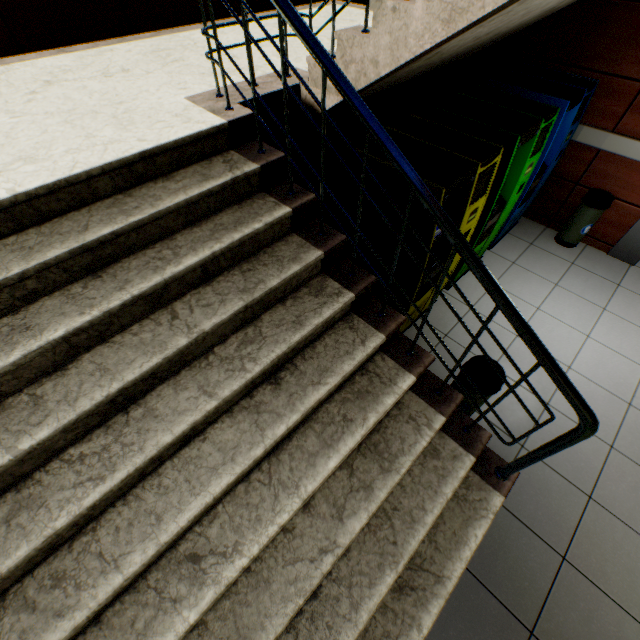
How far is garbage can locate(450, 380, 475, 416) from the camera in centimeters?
233cm

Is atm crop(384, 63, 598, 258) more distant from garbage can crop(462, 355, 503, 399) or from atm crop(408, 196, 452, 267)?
garbage can crop(462, 355, 503, 399)

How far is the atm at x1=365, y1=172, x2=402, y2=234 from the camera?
2.2 meters

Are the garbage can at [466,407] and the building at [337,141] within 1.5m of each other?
no

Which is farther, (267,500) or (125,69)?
(125,69)

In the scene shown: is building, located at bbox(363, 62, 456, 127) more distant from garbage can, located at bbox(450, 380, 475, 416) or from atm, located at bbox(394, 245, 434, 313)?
garbage can, located at bbox(450, 380, 475, 416)

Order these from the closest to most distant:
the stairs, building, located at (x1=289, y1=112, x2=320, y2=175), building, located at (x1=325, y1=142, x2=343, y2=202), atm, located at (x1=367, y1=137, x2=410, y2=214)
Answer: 1. the stairs
2. atm, located at (x1=367, y1=137, x2=410, y2=214)
3. building, located at (x1=289, y1=112, x2=320, y2=175)
4. building, located at (x1=325, y1=142, x2=343, y2=202)

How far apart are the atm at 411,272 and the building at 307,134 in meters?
0.8 m
